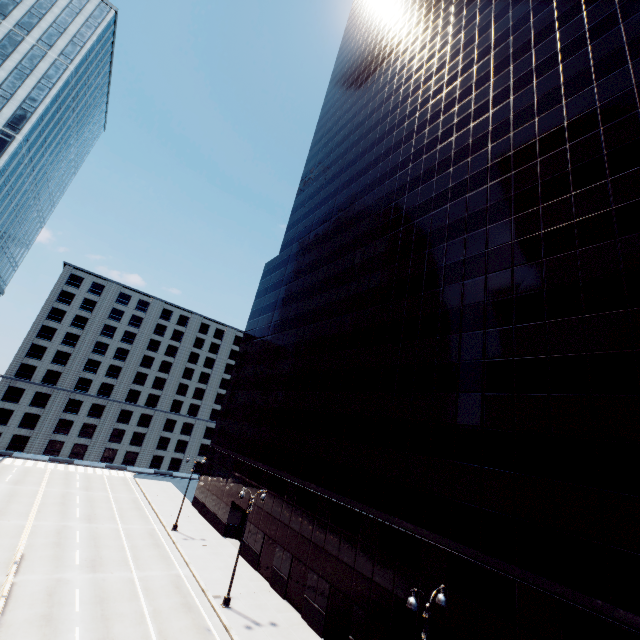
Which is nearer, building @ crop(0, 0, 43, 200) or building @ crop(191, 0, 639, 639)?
building @ crop(191, 0, 639, 639)

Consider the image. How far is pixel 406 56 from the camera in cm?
4475

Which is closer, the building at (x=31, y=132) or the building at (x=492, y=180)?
the building at (x=492, y=180)
